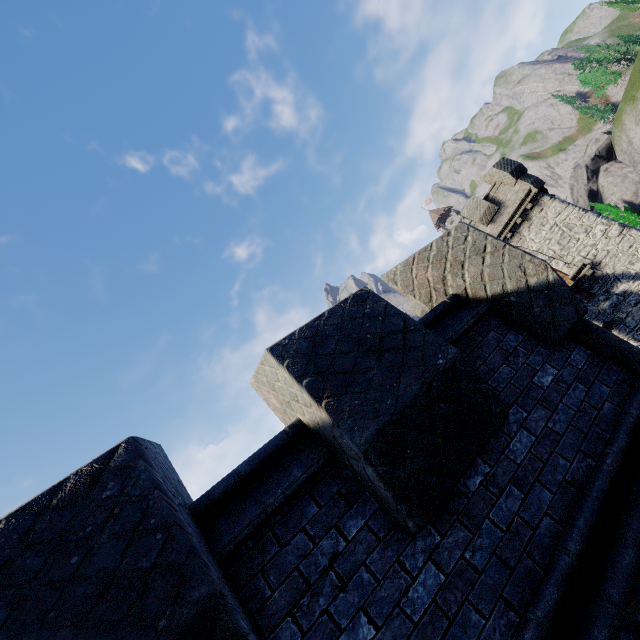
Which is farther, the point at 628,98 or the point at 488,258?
the point at 628,98
